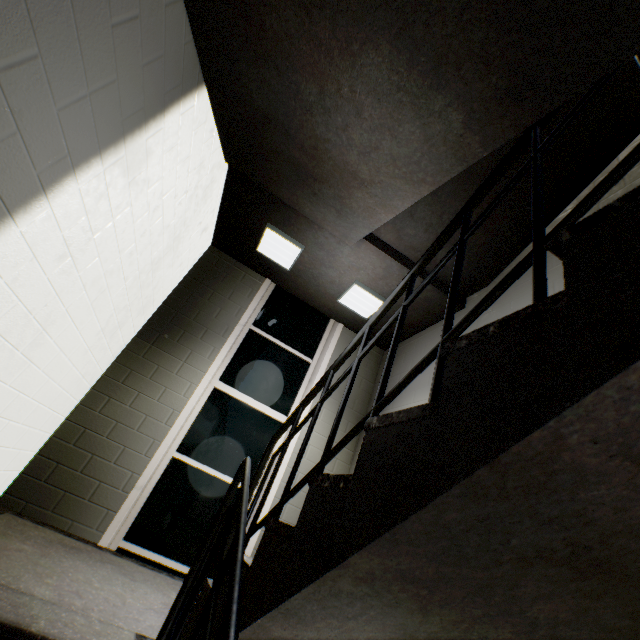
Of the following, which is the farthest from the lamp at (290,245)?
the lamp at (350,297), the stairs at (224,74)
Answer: the lamp at (350,297)

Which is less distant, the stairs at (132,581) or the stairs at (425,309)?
the stairs at (132,581)

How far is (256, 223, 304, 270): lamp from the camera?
3.8m

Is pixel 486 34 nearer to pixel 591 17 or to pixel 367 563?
pixel 591 17

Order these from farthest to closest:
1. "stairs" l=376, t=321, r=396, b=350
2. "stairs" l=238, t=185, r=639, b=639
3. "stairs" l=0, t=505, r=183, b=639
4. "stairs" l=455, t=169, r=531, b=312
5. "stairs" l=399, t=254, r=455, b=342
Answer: "stairs" l=376, t=321, r=396, b=350 < "stairs" l=399, t=254, r=455, b=342 < "stairs" l=455, t=169, r=531, b=312 < "stairs" l=0, t=505, r=183, b=639 < "stairs" l=238, t=185, r=639, b=639

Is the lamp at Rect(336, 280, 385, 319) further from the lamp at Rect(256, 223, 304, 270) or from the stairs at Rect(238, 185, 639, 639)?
the lamp at Rect(256, 223, 304, 270)

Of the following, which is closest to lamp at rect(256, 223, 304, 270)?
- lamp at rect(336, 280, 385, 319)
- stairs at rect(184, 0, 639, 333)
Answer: stairs at rect(184, 0, 639, 333)
